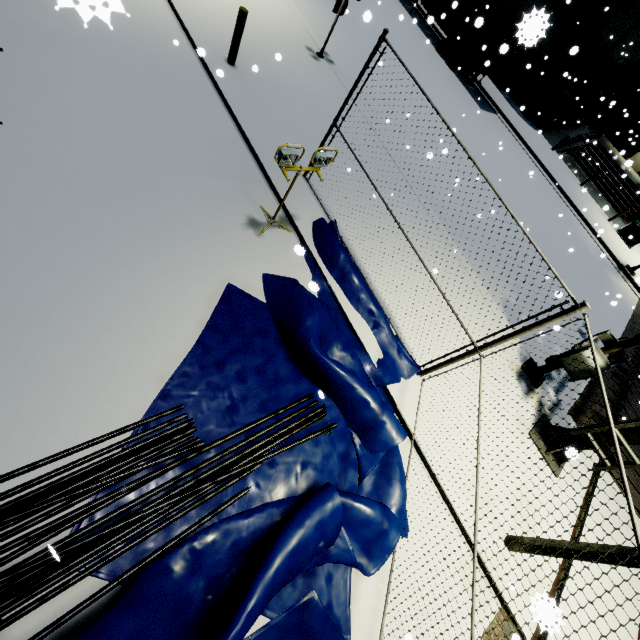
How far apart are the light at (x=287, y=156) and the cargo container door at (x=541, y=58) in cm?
1944

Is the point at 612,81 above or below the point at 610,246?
above

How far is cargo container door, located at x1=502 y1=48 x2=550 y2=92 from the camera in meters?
17.2 m

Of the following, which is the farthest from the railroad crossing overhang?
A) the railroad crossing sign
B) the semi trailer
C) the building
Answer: the semi trailer

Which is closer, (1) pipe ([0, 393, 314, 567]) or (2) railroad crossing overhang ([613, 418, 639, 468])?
(1) pipe ([0, 393, 314, 567])

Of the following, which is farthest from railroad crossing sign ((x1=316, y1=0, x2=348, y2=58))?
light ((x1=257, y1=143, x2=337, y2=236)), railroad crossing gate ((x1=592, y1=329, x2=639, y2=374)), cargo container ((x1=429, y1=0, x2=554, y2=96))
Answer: railroad crossing gate ((x1=592, y1=329, x2=639, y2=374))

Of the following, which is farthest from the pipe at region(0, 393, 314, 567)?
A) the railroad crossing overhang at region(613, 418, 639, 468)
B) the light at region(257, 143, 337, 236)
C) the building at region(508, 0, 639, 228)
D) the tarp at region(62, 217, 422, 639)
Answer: the railroad crossing overhang at region(613, 418, 639, 468)

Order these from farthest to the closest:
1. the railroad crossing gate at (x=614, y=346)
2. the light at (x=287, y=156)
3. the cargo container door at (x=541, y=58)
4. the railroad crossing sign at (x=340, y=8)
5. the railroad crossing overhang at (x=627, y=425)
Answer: the cargo container door at (x=541, y=58) → the railroad crossing sign at (x=340, y=8) → the railroad crossing gate at (x=614, y=346) → the railroad crossing overhang at (x=627, y=425) → the light at (x=287, y=156)
